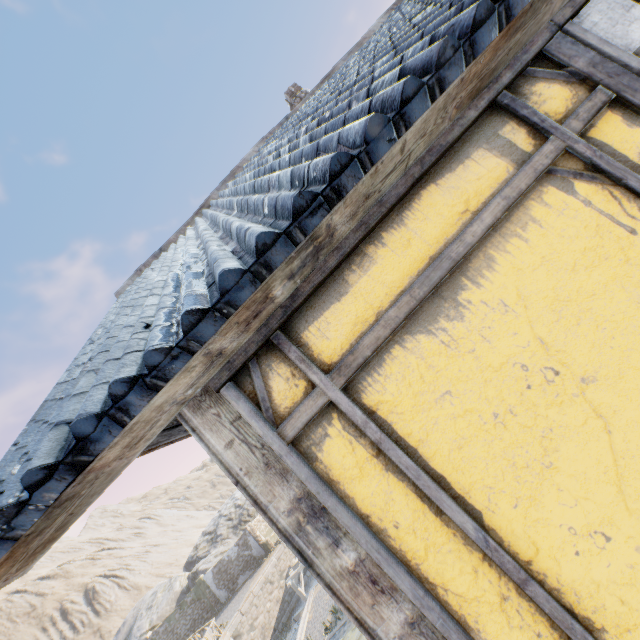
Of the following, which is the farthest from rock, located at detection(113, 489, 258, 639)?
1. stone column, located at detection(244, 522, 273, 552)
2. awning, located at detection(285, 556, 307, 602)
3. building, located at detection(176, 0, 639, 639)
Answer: awning, located at detection(285, 556, 307, 602)

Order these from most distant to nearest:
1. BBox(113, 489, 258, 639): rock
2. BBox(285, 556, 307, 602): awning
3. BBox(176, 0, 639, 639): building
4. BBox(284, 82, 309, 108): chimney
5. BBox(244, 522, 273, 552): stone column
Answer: BBox(113, 489, 258, 639): rock → BBox(244, 522, 273, 552): stone column → BBox(285, 556, 307, 602): awning → BBox(284, 82, 309, 108): chimney → BBox(176, 0, 639, 639): building

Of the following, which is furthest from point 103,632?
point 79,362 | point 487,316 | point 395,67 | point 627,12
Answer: point 627,12

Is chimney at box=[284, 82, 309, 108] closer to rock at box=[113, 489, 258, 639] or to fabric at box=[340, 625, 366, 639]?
fabric at box=[340, 625, 366, 639]

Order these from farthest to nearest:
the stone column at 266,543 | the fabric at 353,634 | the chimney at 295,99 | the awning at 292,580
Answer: the stone column at 266,543, the awning at 292,580, the chimney at 295,99, the fabric at 353,634

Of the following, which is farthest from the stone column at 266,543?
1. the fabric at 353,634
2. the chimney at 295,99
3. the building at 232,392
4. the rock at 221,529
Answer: the chimney at 295,99

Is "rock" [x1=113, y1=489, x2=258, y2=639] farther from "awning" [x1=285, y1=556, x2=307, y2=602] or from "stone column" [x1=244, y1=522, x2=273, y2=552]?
"awning" [x1=285, y1=556, x2=307, y2=602]

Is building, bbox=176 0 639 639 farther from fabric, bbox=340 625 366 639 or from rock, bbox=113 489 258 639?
rock, bbox=113 489 258 639
